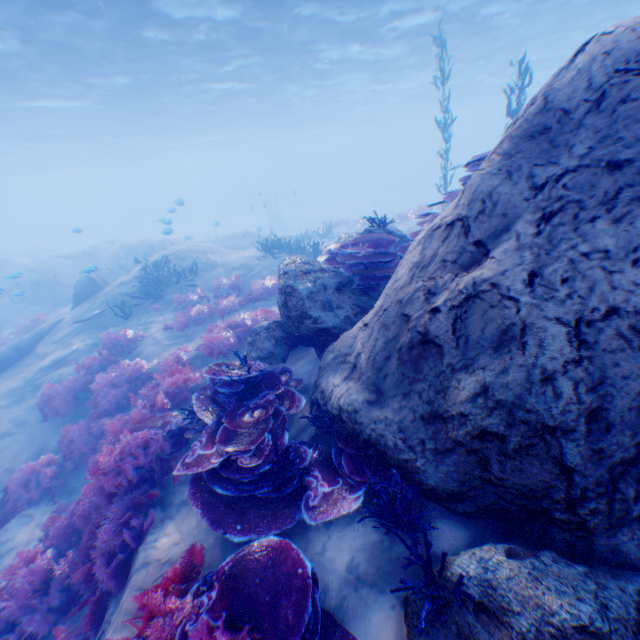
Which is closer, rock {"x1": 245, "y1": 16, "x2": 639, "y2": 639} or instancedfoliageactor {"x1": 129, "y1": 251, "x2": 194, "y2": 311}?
rock {"x1": 245, "y1": 16, "x2": 639, "y2": 639}

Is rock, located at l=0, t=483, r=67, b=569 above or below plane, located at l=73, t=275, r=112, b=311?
below

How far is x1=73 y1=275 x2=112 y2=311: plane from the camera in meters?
13.7

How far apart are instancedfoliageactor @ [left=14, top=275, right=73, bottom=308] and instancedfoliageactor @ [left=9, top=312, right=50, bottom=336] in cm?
509

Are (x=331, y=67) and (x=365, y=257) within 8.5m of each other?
no

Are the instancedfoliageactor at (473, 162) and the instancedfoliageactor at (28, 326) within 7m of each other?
no

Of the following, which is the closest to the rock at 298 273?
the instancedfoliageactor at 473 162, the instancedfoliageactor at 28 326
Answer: the instancedfoliageactor at 473 162

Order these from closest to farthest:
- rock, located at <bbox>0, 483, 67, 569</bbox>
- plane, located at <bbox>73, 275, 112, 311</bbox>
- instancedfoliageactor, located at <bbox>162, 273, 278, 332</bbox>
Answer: rock, located at <bbox>0, 483, 67, 569</bbox> < instancedfoliageactor, located at <bbox>162, 273, 278, 332</bbox> < plane, located at <bbox>73, 275, 112, 311</bbox>
